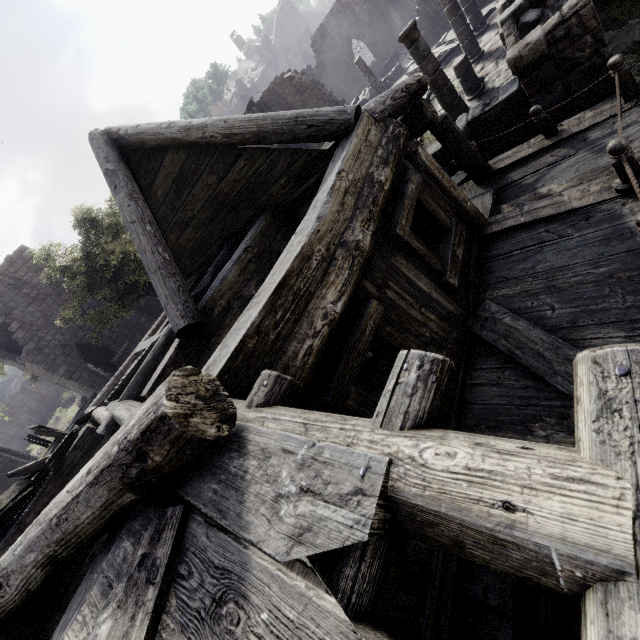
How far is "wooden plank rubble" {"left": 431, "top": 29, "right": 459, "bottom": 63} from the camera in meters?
16.9 m

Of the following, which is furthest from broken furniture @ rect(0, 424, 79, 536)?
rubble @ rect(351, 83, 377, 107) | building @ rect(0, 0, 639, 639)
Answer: rubble @ rect(351, 83, 377, 107)

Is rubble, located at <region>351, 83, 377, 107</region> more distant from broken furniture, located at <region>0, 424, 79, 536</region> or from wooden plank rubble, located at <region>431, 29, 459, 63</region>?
broken furniture, located at <region>0, 424, 79, 536</region>

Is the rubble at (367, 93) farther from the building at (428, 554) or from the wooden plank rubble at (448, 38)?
the wooden plank rubble at (448, 38)

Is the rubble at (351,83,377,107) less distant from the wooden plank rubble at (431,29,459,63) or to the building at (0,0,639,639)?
the building at (0,0,639,639)

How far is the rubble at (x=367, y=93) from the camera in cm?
2503

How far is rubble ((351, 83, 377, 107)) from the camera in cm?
2503

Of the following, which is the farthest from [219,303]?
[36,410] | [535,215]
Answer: [36,410]
